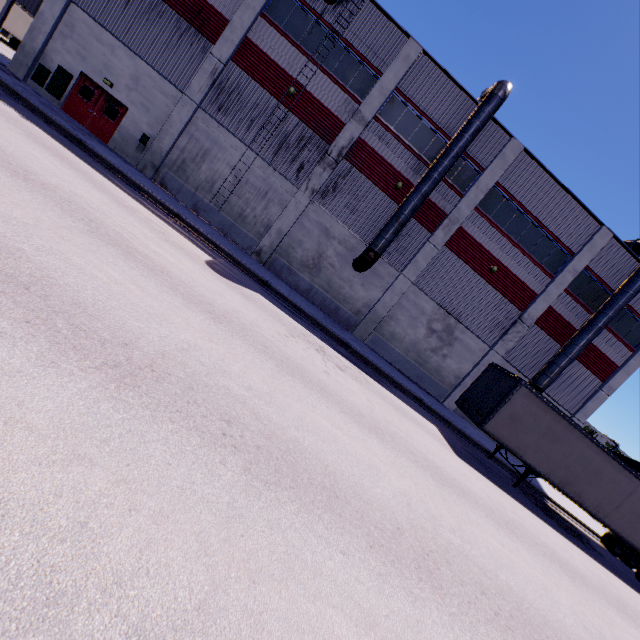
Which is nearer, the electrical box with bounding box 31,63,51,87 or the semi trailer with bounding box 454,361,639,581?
the semi trailer with bounding box 454,361,639,581

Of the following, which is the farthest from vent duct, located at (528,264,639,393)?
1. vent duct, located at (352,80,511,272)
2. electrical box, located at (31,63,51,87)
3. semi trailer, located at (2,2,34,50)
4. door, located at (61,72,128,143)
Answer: electrical box, located at (31,63,51,87)

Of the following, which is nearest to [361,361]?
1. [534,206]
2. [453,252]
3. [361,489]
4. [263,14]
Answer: [453,252]

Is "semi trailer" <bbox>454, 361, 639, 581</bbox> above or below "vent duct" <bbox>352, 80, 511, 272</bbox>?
below

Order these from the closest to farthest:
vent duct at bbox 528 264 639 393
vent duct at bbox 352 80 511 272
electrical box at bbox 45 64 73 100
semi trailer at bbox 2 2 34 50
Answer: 1. vent duct at bbox 352 80 511 272
2. electrical box at bbox 45 64 73 100
3. vent duct at bbox 528 264 639 393
4. semi trailer at bbox 2 2 34 50

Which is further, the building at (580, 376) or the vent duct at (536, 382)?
the building at (580, 376)

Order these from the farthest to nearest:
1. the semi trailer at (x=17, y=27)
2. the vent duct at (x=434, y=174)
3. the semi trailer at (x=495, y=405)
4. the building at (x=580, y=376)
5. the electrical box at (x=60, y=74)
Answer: the semi trailer at (x=17, y=27)
the building at (x=580, y=376)
the electrical box at (x=60, y=74)
the vent duct at (x=434, y=174)
the semi trailer at (x=495, y=405)

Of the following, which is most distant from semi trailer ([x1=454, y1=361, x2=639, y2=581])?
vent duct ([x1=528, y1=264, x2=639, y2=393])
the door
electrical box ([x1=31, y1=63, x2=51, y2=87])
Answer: the door
